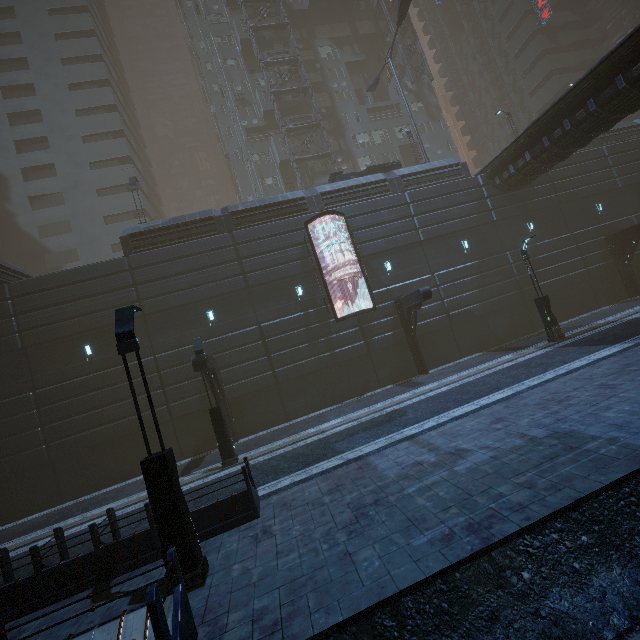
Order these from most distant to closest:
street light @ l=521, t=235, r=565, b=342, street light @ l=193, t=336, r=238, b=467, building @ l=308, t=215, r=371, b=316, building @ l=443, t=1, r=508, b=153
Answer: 1. building @ l=443, t=1, r=508, b=153
2. building @ l=308, t=215, r=371, b=316
3. street light @ l=521, t=235, r=565, b=342
4. street light @ l=193, t=336, r=238, b=467

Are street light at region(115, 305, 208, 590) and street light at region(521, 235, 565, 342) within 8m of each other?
no

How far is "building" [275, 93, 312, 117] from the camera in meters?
35.6

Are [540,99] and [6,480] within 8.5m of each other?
no

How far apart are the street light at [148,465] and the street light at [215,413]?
6.7m

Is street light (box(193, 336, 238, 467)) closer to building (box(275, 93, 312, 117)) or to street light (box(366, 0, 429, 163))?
building (box(275, 93, 312, 117))

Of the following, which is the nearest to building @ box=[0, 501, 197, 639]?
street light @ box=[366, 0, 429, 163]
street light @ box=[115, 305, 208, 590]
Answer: street light @ box=[115, 305, 208, 590]

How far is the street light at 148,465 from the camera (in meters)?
5.94
